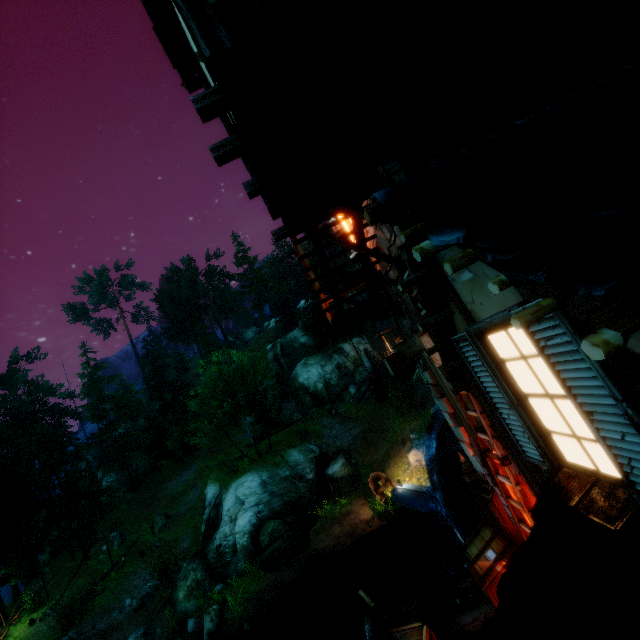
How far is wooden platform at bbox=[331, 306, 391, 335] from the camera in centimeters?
837cm

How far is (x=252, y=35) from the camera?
2.8m

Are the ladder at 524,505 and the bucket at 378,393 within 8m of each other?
yes

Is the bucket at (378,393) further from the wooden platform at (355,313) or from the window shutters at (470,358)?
the window shutters at (470,358)

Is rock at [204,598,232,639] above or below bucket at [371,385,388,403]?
below

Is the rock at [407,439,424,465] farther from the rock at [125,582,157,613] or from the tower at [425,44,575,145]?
the rock at [125,582,157,613]

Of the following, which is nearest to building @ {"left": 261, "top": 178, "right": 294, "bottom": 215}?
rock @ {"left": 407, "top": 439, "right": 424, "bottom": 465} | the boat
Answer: the boat

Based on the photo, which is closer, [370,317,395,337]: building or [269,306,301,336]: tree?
[370,317,395,337]: building
